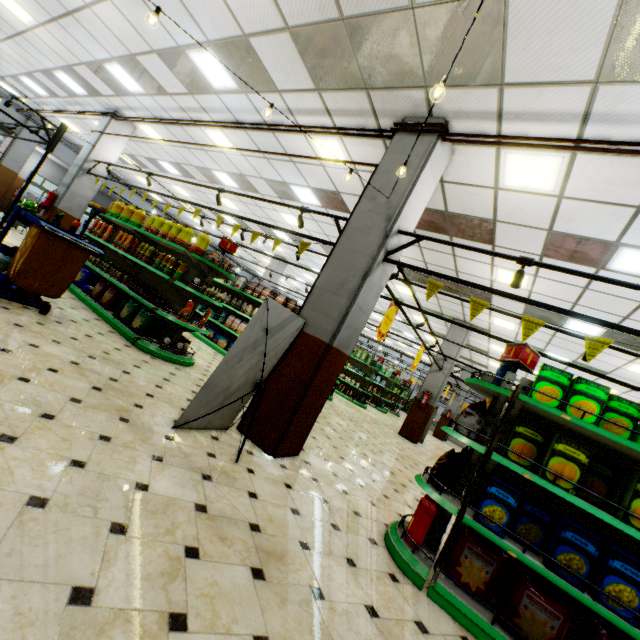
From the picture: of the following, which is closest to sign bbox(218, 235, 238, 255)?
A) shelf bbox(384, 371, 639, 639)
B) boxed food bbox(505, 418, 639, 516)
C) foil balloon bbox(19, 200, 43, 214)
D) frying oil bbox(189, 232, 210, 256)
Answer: frying oil bbox(189, 232, 210, 256)

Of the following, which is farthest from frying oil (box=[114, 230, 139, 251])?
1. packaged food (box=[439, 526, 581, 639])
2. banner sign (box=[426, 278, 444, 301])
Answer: packaged food (box=[439, 526, 581, 639])

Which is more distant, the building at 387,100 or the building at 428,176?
the building at 387,100

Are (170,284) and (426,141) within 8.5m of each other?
yes

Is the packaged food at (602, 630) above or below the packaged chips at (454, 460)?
below

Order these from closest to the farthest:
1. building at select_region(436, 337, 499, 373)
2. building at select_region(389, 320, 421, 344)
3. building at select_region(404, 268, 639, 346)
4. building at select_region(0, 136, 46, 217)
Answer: building at select_region(404, 268, 639, 346), building at select_region(436, 337, 499, 373), building at select_region(0, 136, 46, 217), building at select_region(389, 320, 421, 344)

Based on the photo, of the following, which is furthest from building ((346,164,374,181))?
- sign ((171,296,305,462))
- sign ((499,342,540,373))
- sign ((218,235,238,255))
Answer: sign ((218,235,238,255))

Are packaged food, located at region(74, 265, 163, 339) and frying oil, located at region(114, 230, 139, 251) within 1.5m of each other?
yes
